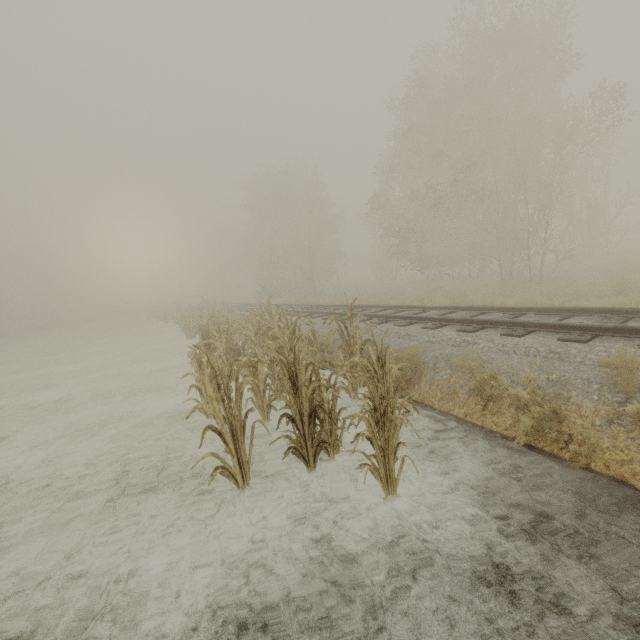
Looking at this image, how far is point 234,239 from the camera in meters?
52.8 m
